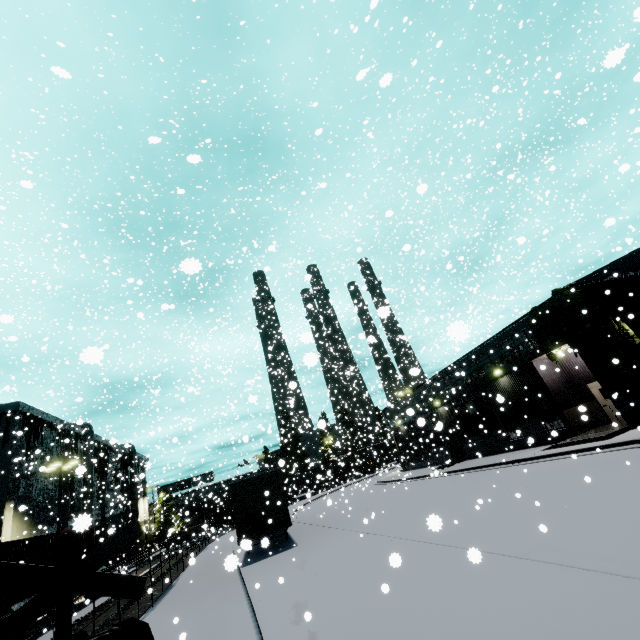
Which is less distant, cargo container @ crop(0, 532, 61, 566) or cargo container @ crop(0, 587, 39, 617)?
cargo container @ crop(0, 587, 39, 617)

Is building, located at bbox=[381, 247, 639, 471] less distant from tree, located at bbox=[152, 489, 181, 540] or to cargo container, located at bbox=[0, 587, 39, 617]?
tree, located at bbox=[152, 489, 181, 540]

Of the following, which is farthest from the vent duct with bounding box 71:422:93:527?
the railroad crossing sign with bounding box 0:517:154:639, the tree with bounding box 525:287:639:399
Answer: the railroad crossing sign with bounding box 0:517:154:639

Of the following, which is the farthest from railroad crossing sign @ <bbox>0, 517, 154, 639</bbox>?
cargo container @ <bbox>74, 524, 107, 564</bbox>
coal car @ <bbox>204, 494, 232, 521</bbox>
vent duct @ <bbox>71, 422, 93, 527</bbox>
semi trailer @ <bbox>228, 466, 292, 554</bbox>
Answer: vent duct @ <bbox>71, 422, 93, 527</bbox>

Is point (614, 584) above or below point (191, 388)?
below

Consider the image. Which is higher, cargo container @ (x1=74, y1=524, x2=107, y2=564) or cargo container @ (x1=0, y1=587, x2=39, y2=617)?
cargo container @ (x1=74, y1=524, x2=107, y2=564)

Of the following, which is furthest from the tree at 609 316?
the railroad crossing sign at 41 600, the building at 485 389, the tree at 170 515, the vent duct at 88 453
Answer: the vent duct at 88 453

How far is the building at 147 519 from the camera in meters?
39.4
